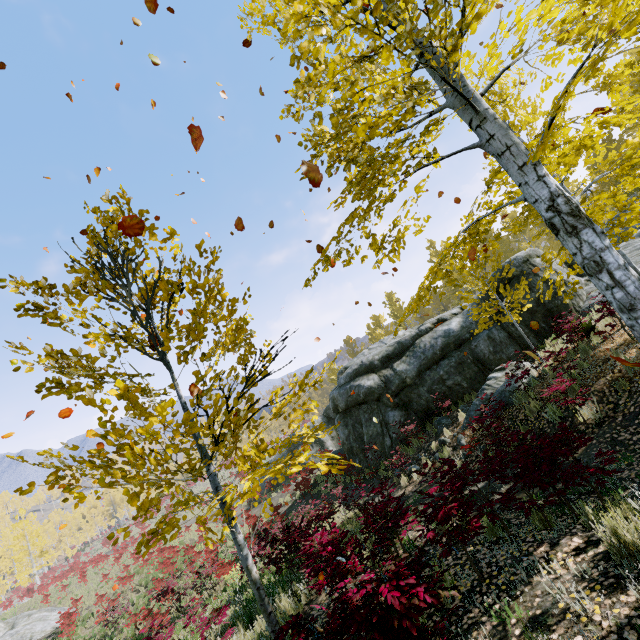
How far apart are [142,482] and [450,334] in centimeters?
1430cm

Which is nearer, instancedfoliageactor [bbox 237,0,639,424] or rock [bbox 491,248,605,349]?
instancedfoliageactor [bbox 237,0,639,424]

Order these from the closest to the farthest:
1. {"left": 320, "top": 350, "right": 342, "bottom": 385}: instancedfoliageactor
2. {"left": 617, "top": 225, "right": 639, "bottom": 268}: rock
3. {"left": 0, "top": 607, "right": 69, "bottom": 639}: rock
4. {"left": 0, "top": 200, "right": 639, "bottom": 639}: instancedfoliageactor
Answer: {"left": 0, "top": 200, "right": 639, "bottom": 639}: instancedfoliageactor
{"left": 320, "top": 350, "right": 342, "bottom": 385}: instancedfoliageactor
{"left": 617, "top": 225, "right": 639, "bottom": 268}: rock
{"left": 0, "top": 607, "right": 69, "bottom": 639}: rock

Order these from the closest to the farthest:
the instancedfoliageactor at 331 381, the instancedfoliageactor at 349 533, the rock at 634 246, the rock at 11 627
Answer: the instancedfoliageactor at 349 533
the instancedfoliageactor at 331 381
the rock at 634 246
the rock at 11 627

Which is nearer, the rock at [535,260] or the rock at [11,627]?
the rock at [535,260]

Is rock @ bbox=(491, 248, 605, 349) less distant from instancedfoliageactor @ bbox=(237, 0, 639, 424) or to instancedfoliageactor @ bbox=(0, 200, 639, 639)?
instancedfoliageactor @ bbox=(237, 0, 639, 424)
